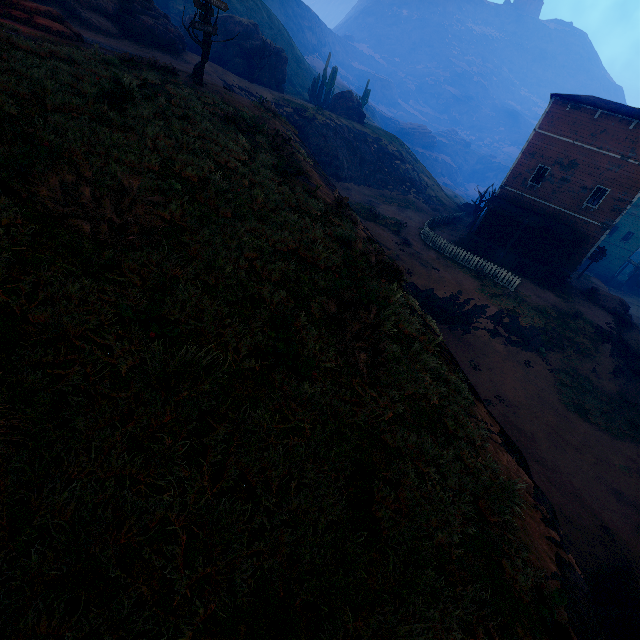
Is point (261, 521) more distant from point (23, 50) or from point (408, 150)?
point (408, 150)

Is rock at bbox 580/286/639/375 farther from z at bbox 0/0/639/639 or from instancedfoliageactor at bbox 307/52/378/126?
instancedfoliageactor at bbox 307/52/378/126

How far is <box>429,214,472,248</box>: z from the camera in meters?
28.5 m

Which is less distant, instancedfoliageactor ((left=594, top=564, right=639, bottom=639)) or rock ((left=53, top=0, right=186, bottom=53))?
instancedfoliageactor ((left=594, top=564, right=639, bottom=639))

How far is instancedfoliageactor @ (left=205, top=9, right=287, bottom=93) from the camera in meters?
32.2

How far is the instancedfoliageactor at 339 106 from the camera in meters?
42.4 m

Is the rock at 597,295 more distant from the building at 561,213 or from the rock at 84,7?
the rock at 84,7
